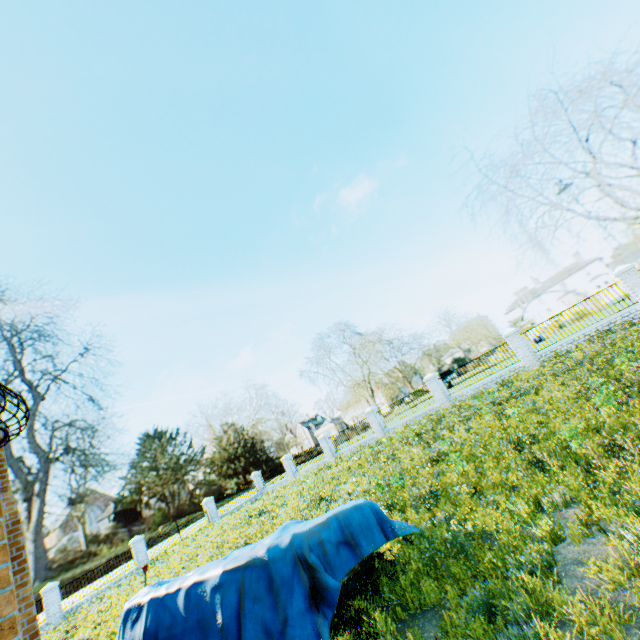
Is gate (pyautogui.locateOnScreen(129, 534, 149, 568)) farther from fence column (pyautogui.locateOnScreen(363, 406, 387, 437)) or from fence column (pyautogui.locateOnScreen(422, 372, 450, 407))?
fence column (pyautogui.locateOnScreen(422, 372, 450, 407))

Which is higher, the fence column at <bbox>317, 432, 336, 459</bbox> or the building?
the building

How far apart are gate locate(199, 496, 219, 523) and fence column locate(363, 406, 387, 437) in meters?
16.8

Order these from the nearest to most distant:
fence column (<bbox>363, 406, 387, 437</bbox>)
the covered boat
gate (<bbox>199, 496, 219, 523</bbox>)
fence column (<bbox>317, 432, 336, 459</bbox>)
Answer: the covered boat
fence column (<bbox>363, 406, 387, 437</bbox>)
fence column (<bbox>317, 432, 336, 459</bbox>)
gate (<bbox>199, 496, 219, 523</bbox>)

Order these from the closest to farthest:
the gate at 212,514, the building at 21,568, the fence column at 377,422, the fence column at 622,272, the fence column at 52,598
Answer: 1. the building at 21,568
2. the fence column at 622,272
3. the fence column at 52,598
4. the fence column at 377,422
5. the gate at 212,514

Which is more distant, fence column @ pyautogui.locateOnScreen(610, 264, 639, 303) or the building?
fence column @ pyautogui.locateOnScreen(610, 264, 639, 303)

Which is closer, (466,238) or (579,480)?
(579,480)

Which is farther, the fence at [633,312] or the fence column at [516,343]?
the fence column at [516,343]
